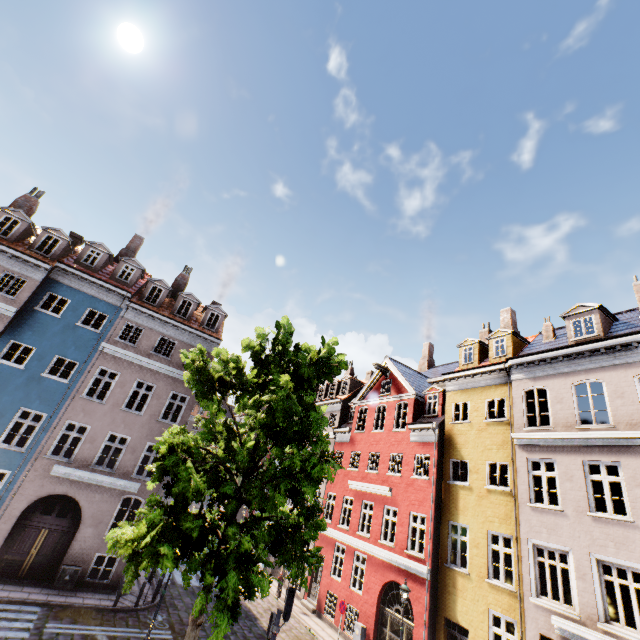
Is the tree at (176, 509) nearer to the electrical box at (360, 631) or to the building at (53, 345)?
the building at (53, 345)

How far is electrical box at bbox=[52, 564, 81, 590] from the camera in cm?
1407

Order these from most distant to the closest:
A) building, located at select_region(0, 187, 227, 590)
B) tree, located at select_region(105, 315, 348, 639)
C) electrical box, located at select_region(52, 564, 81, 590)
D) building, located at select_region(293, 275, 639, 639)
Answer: building, located at select_region(0, 187, 227, 590), electrical box, located at select_region(52, 564, 81, 590), building, located at select_region(293, 275, 639, 639), tree, located at select_region(105, 315, 348, 639)

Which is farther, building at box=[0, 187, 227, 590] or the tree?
building at box=[0, 187, 227, 590]

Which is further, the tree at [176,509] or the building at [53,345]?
the building at [53,345]

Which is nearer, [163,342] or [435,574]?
[435,574]

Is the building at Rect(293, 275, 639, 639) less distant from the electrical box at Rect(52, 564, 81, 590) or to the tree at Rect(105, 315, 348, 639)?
the electrical box at Rect(52, 564, 81, 590)

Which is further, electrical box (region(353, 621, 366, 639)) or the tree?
electrical box (region(353, 621, 366, 639))
